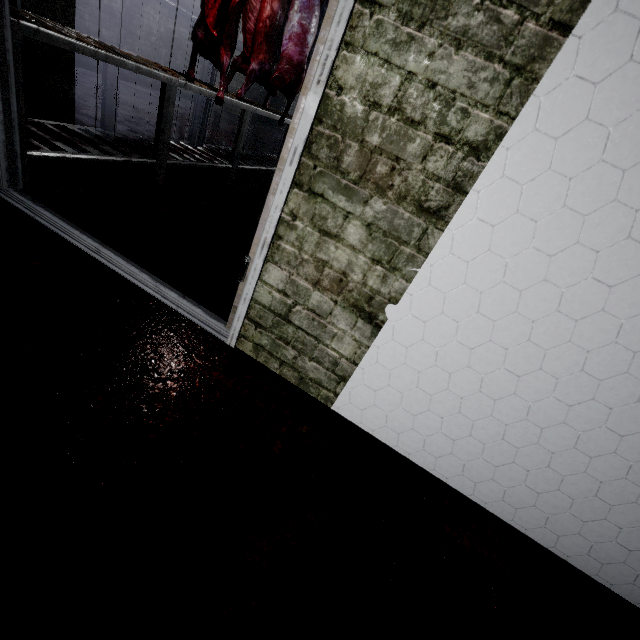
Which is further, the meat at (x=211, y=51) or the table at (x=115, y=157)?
the meat at (x=211, y=51)

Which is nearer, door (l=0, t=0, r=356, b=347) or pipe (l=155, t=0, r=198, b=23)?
door (l=0, t=0, r=356, b=347)

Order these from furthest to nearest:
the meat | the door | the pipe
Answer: the pipe → the meat → the door

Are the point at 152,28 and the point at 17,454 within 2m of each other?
no

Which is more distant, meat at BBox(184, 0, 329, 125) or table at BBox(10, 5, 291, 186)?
meat at BBox(184, 0, 329, 125)

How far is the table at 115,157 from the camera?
1.7m

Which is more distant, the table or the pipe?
the pipe

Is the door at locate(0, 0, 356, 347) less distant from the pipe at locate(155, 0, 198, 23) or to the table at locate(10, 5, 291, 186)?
the table at locate(10, 5, 291, 186)
